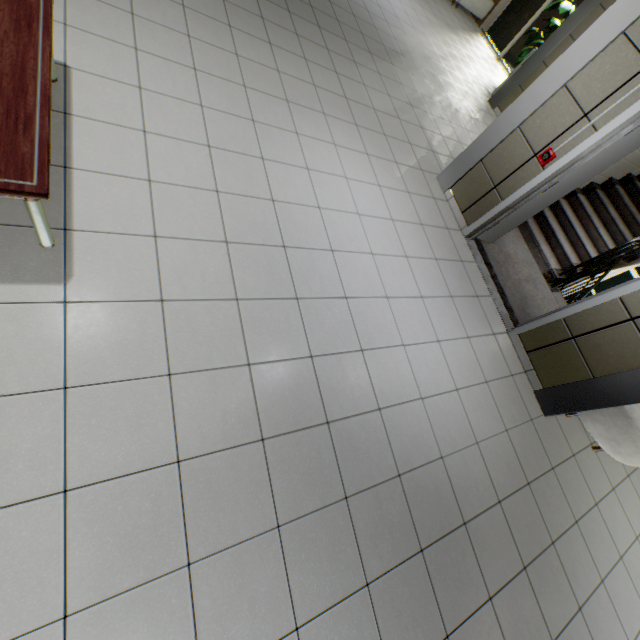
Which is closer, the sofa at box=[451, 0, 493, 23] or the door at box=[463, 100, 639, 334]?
the door at box=[463, 100, 639, 334]

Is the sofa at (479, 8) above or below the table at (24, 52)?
below

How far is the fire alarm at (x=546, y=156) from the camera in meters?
3.4 m

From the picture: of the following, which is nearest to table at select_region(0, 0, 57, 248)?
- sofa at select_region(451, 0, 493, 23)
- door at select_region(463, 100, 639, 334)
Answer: door at select_region(463, 100, 639, 334)

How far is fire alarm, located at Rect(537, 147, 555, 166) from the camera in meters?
3.4

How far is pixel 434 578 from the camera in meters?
2.2 m

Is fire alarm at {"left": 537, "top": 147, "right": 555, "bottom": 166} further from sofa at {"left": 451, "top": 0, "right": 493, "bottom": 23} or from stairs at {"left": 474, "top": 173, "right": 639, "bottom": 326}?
sofa at {"left": 451, "top": 0, "right": 493, "bottom": 23}

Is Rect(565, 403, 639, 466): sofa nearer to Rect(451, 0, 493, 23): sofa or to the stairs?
the stairs
